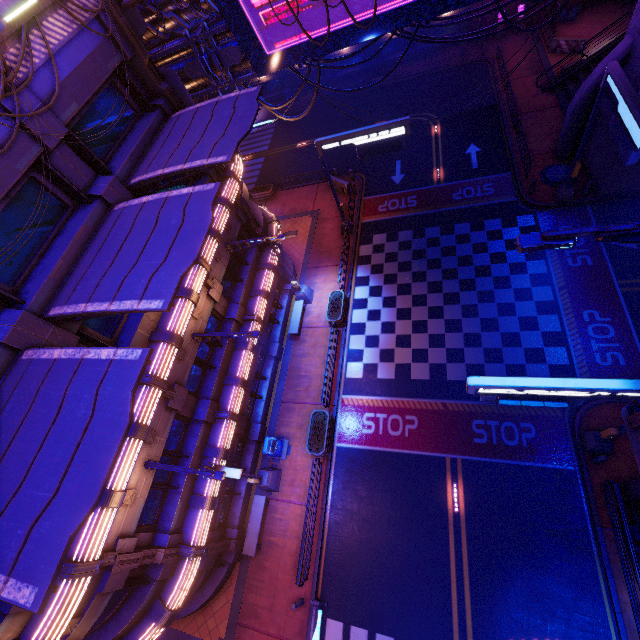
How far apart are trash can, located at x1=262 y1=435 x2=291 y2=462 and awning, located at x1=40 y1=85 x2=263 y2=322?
10.9m

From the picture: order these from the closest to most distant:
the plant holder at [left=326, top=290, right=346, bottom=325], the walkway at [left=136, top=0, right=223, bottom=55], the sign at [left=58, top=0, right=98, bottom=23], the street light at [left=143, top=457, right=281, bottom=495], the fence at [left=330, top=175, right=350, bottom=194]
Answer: the sign at [left=58, top=0, right=98, bottom=23], the street light at [left=143, top=457, right=281, bottom=495], the walkway at [left=136, top=0, right=223, bottom=55], the plant holder at [left=326, top=290, right=346, bottom=325], the fence at [left=330, top=175, right=350, bottom=194]

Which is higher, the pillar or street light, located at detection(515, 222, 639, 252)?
street light, located at detection(515, 222, 639, 252)

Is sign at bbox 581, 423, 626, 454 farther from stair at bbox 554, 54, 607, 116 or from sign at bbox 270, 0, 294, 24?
stair at bbox 554, 54, 607, 116

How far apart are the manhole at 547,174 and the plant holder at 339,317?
14.6 meters

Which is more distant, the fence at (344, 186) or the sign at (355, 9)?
the fence at (344, 186)

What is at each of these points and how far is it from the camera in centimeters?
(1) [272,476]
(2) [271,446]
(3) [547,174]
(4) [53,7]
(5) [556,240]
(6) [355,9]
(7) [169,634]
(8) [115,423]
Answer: (1) street light, 1630cm
(2) trash can, 1675cm
(3) manhole, 2078cm
(4) sign, 859cm
(5) street light, 472cm
(6) sign, 1360cm
(7) beam, 1495cm
(8) awning, 574cm

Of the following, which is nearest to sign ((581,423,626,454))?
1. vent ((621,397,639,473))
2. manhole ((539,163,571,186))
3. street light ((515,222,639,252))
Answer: manhole ((539,163,571,186))
